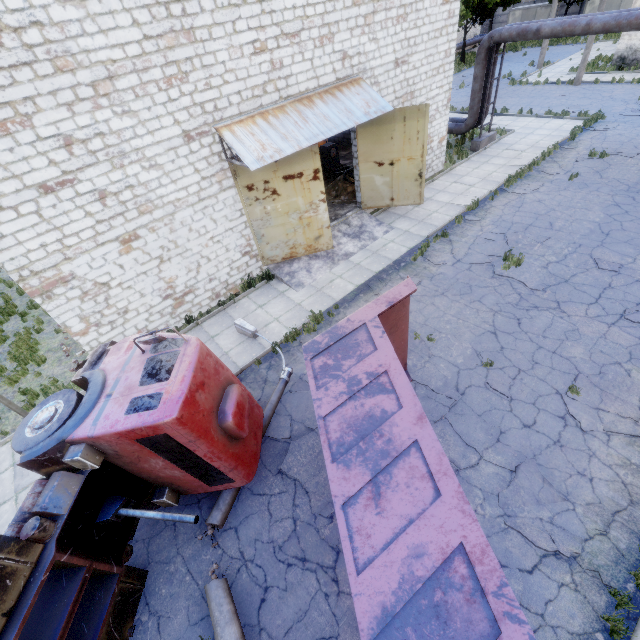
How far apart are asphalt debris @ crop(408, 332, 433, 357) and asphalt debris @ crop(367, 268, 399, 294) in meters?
1.7 m

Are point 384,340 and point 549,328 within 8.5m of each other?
yes

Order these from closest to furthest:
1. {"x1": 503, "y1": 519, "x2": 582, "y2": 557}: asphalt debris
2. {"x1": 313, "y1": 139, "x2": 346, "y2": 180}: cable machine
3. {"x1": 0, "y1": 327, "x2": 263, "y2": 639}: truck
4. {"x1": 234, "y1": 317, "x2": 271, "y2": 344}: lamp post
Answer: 1. {"x1": 0, "y1": 327, "x2": 263, "y2": 639}: truck
2. {"x1": 503, "y1": 519, "x2": 582, "y2": 557}: asphalt debris
3. {"x1": 234, "y1": 317, "x2": 271, "y2": 344}: lamp post
4. {"x1": 313, "y1": 139, "x2": 346, "y2": 180}: cable machine

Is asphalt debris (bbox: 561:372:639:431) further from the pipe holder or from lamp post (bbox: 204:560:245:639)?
the pipe holder

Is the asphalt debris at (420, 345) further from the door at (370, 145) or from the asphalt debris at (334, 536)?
the door at (370, 145)

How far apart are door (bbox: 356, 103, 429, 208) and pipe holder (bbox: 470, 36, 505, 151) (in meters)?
7.69

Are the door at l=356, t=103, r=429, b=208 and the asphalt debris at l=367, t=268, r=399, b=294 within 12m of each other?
yes

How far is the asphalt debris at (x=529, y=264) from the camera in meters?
10.1 m
